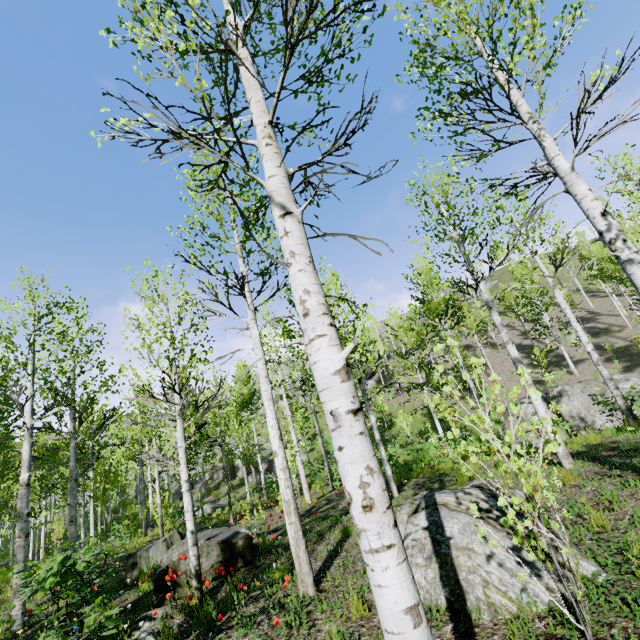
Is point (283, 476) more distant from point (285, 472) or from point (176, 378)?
point (176, 378)

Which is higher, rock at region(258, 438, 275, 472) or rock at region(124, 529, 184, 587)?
rock at region(258, 438, 275, 472)

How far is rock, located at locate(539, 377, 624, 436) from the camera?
14.89m

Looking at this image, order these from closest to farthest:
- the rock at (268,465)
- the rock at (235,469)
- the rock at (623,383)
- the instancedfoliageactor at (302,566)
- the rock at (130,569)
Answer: the instancedfoliageactor at (302,566)
the rock at (130,569)
the rock at (623,383)
the rock at (268,465)
the rock at (235,469)

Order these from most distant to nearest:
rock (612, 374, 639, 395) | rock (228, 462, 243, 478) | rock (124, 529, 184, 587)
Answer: rock (228, 462, 243, 478) → rock (612, 374, 639, 395) → rock (124, 529, 184, 587)

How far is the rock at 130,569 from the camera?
7.2m

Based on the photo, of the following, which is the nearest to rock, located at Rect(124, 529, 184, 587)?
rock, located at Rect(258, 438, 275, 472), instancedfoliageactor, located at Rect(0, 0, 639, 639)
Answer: instancedfoliageactor, located at Rect(0, 0, 639, 639)
